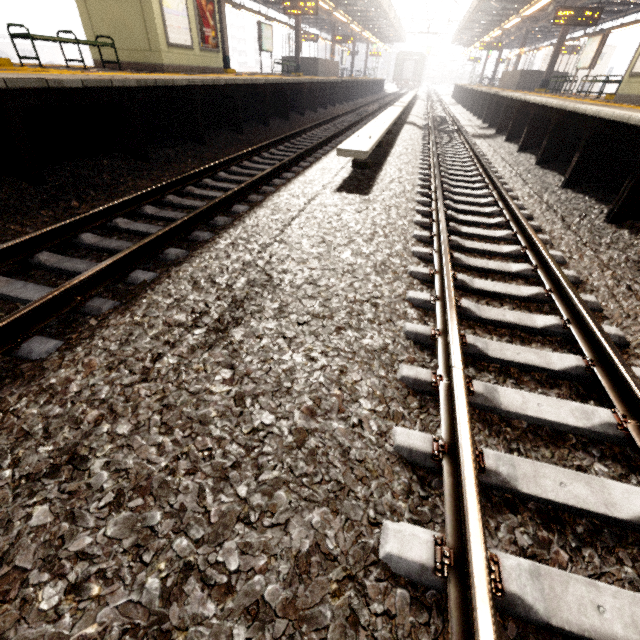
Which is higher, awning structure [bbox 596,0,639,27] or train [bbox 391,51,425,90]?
awning structure [bbox 596,0,639,27]

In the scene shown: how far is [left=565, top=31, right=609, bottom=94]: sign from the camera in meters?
12.8 m

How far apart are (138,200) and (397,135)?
8.6m

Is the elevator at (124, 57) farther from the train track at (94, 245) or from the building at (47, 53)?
the building at (47, 53)

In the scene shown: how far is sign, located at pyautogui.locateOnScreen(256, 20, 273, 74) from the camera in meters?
15.7

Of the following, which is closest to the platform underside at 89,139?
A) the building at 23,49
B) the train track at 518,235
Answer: the train track at 518,235

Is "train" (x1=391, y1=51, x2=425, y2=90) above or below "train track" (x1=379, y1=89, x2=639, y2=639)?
above

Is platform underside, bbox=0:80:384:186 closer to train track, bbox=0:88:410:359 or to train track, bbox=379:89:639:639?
train track, bbox=0:88:410:359
